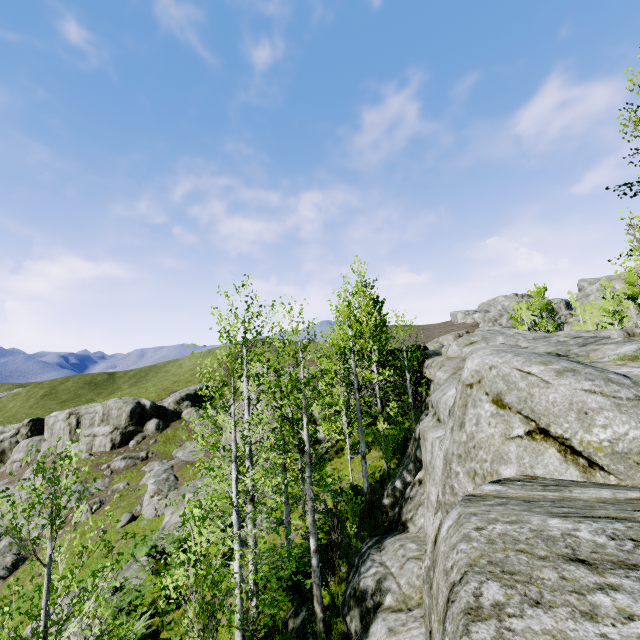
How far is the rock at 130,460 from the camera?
38.8m

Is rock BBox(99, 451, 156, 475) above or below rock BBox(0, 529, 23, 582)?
above

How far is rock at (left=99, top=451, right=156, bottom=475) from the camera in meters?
38.8

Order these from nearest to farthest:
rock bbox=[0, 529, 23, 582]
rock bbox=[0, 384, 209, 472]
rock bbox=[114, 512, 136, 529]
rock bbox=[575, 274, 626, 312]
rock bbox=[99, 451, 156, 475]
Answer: rock bbox=[0, 529, 23, 582] → rock bbox=[114, 512, 136, 529] → rock bbox=[99, 451, 156, 475] → rock bbox=[0, 384, 209, 472] → rock bbox=[575, 274, 626, 312]

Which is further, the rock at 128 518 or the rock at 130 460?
the rock at 130 460

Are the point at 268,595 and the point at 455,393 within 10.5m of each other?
yes
